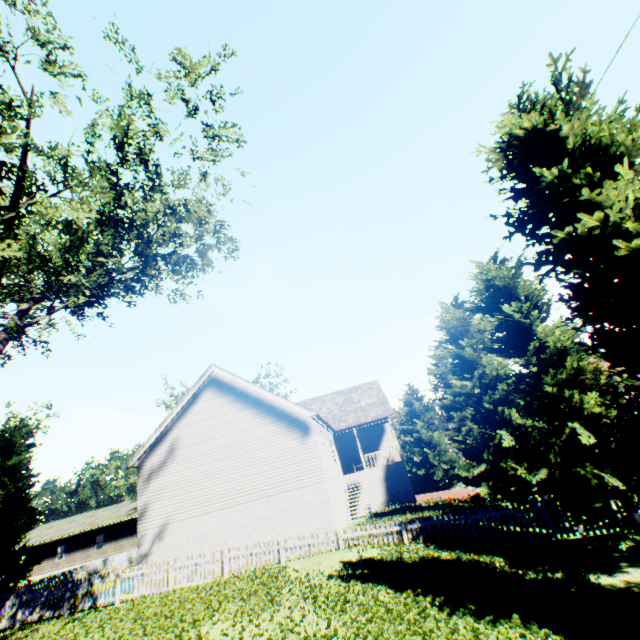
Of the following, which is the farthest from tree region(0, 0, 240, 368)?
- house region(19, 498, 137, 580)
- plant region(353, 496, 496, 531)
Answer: plant region(353, 496, 496, 531)

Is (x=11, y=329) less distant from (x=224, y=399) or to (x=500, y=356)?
(x=224, y=399)

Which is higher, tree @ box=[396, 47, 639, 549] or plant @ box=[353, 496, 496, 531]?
tree @ box=[396, 47, 639, 549]

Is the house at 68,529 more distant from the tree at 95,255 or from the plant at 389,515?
the plant at 389,515

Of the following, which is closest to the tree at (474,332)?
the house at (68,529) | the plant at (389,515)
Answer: the house at (68,529)

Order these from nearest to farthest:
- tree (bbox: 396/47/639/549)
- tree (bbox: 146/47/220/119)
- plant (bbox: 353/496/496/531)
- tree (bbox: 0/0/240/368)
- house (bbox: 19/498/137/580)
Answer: tree (bbox: 396/47/639/549), tree (bbox: 0/0/240/368), tree (bbox: 146/47/220/119), plant (bbox: 353/496/496/531), house (bbox: 19/498/137/580)

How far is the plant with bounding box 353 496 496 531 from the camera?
16.0m
